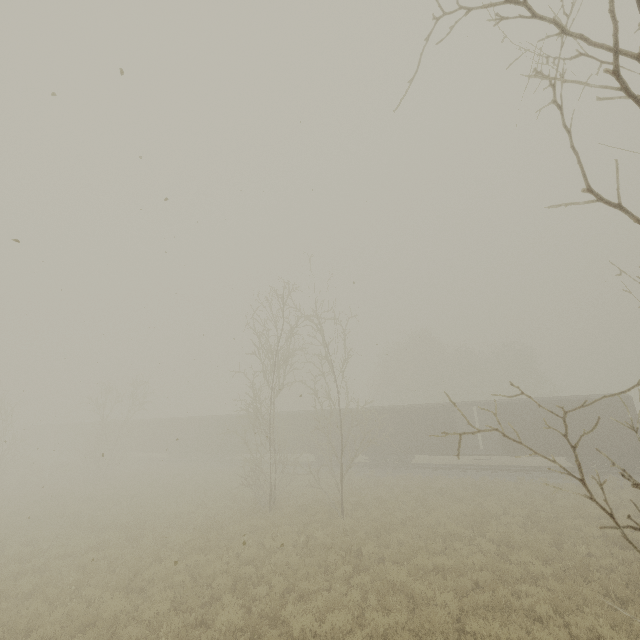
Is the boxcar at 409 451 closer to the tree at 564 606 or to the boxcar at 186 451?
the boxcar at 186 451

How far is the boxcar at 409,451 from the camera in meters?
24.7 m

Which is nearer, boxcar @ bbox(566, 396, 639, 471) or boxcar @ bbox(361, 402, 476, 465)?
boxcar @ bbox(566, 396, 639, 471)

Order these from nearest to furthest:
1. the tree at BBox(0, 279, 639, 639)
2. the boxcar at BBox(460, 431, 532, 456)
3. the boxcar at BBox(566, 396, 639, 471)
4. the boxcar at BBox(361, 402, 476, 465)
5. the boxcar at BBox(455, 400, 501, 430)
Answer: the tree at BBox(0, 279, 639, 639), the boxcar at BBox(566, 396, 639, 471), the boxcar at BBox(460, 431, 532, 456), the boxcar at BBox(455, 400, 501, 430), the boxcar at BBox(361, 402, 476, 465)

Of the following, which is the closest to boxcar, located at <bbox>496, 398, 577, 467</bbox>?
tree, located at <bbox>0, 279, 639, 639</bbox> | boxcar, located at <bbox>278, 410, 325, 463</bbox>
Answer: boxcar, located at <bbox>278, 410, 325, 463</bbox>

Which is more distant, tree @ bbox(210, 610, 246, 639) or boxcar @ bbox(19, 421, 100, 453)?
boxcar @ bbox(19, 421, 100, 453)

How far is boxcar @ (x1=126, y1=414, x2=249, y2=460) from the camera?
33.6 meters

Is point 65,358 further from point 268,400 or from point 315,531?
point 268,400
